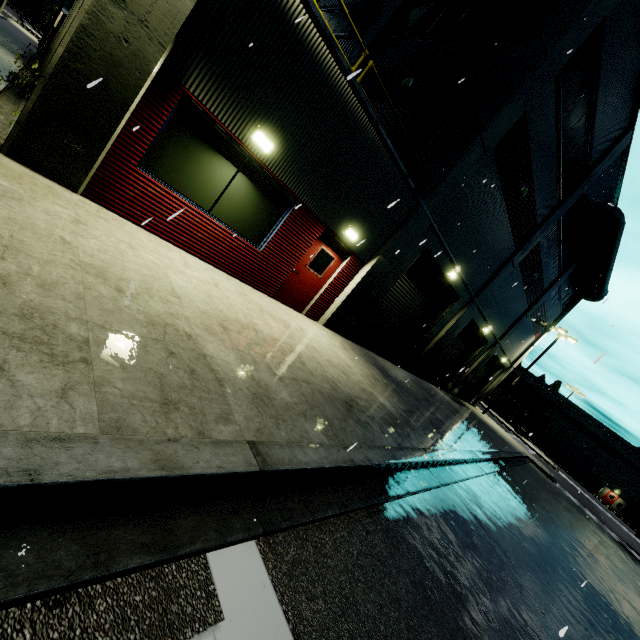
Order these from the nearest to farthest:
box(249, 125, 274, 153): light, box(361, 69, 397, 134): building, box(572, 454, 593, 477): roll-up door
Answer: box(249, 125, 274, 153): light → box(361, 69, 397, 134): building → box(572, 454, 593, 477): roll-up door

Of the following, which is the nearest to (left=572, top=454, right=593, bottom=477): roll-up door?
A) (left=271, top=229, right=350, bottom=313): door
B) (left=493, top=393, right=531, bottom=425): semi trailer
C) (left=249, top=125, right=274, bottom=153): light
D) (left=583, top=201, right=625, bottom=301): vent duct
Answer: (left=493, top=393, right=531, bottom=425): semi trailer

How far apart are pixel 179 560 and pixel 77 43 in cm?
623

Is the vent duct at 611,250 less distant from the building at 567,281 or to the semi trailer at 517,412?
the building at 567,281

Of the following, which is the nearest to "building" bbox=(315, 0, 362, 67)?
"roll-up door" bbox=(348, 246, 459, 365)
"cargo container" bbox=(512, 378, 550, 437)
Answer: "roll-up door" bbox=(348, 246, 459, 365)

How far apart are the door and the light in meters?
2.5

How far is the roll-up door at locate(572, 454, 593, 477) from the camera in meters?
59.2 m

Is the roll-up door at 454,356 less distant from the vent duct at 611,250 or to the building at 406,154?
the building at 406,154
